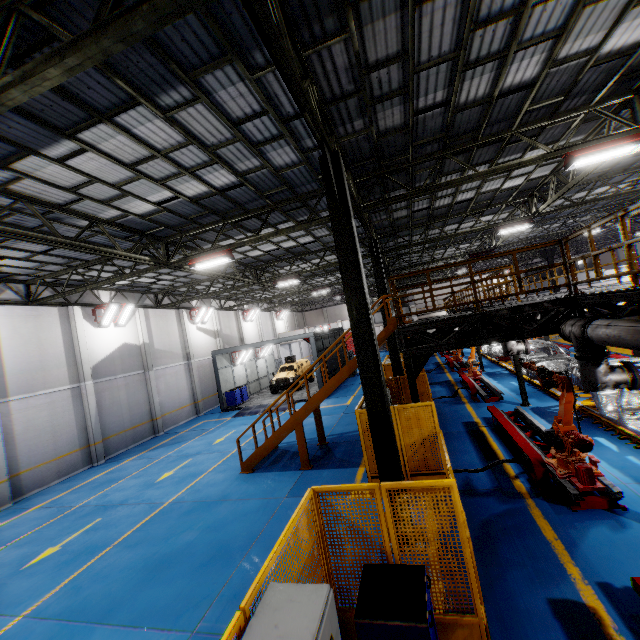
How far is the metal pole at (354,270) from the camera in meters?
6.3 m

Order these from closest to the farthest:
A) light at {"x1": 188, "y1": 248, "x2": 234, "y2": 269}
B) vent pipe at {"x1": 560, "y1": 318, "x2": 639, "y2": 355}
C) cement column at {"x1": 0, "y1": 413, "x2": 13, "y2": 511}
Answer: vent pipe at {"x1": 560, "y1": 318, "x2": 639, "y2": 355} < light at {"x1": 188, "y1": 248, "x2": 234, "y2": 269} < cement column at {"x1": 0, "y1": 413, "x2": 13, "y2": 511}

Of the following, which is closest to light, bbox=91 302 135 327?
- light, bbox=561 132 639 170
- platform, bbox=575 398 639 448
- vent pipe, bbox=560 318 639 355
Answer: vent pipe, bbox=560 318 639 355

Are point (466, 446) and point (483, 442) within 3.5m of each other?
yes

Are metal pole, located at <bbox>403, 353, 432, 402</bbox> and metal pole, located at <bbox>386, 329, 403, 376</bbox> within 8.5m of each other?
yes

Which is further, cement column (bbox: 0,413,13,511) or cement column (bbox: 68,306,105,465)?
cement column (bbox: 68,306,105,465)

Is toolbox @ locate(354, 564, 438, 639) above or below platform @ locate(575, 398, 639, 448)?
above

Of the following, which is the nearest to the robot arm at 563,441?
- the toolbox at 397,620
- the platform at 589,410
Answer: the platform at 589,410
